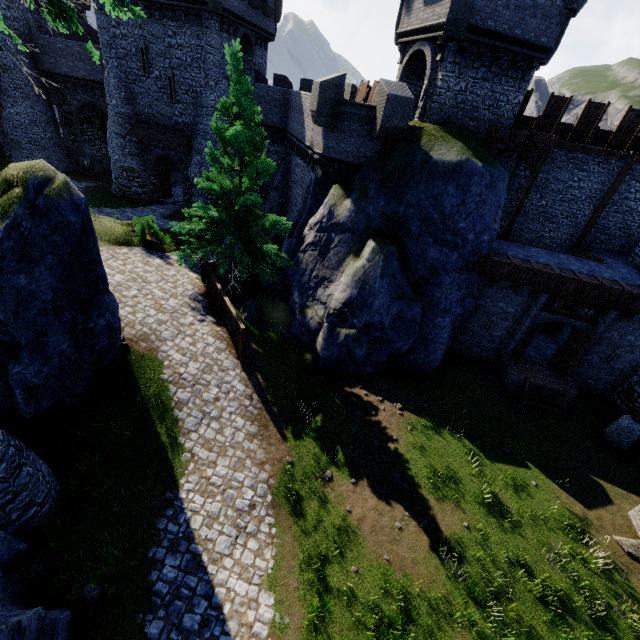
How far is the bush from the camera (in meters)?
18.00

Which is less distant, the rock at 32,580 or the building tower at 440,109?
the rock at 32,580

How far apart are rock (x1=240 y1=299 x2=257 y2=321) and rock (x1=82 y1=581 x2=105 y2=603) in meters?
11.1

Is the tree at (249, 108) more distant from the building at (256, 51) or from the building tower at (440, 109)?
the building at (256, 51)

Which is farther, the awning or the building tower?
the awning

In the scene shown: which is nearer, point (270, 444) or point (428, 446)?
point (270, 444)

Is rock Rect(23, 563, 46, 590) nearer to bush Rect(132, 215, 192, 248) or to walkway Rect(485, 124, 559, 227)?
bush Rect(132, 215, 192, 248)

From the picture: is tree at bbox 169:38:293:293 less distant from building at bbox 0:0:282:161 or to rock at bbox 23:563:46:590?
rock at bbox 23:563:46:590
